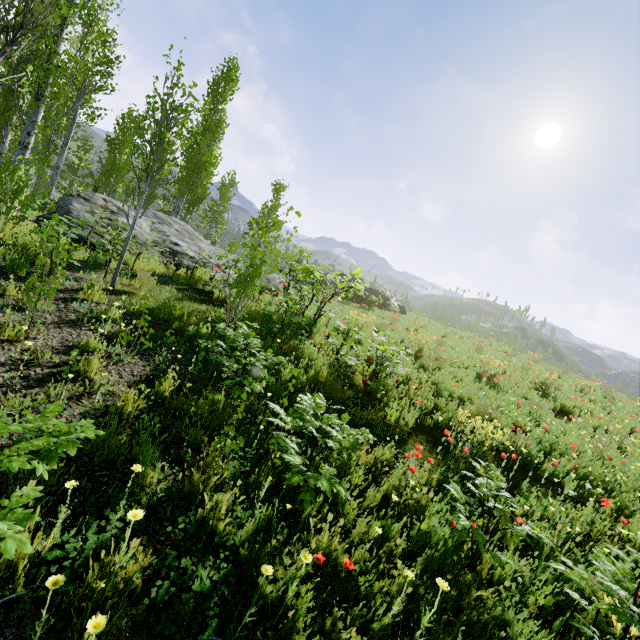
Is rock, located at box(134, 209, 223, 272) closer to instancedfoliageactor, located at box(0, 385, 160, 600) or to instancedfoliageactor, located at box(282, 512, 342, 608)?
instancedfoliageactor, located at box(282, 512, 342, 608)

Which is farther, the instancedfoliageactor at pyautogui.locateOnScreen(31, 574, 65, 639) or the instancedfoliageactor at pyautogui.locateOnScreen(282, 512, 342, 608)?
the instancedfoliageactor at pyautogui.locateOnScreen(282, 512, 342, 608)

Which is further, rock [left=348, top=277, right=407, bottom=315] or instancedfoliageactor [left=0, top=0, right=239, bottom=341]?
rock [left=348, top=277, right=407, bottom=315]

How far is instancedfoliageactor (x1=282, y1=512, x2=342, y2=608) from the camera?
2.1 meters

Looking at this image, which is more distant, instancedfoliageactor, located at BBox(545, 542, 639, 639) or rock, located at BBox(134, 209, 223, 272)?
rock, located at BBox(134, 209, 223, 272)

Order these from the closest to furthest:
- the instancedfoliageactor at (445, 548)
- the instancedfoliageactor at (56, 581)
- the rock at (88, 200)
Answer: the instancedfoliageactor at (56, 581) → the instancedfoliageactor at (445, 548) → the rock at (88, 200)

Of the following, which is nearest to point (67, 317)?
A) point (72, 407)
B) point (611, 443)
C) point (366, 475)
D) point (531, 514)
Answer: point (72, 407)

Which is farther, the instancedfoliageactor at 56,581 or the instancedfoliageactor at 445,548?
the instancedfoliageactor at 445,548
